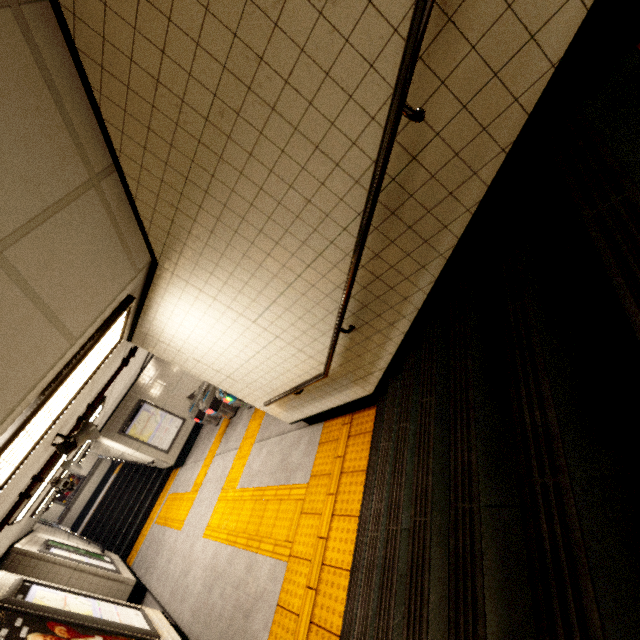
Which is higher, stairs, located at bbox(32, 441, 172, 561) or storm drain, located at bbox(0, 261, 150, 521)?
storm drain, located at bbox(0, 261, 150, 521)

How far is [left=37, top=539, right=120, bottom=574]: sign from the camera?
7.00m

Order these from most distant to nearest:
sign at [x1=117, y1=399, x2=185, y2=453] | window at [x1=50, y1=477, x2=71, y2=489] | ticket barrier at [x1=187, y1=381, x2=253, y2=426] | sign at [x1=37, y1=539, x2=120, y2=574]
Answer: sign at [x1=117, y1=399, x2=185, y2=453], ticket barrier at [x1=187, y1=381, x2=253, y2=426], sign at [x1=37, y1=539, x2=120, y2=574], window at [x1=50, y1=477, x2=71, y2=489]

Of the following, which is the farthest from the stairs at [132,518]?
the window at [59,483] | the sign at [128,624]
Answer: the sign at [128,624]

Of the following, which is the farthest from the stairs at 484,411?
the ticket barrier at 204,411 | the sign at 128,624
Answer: the ticket barrier at 204,411

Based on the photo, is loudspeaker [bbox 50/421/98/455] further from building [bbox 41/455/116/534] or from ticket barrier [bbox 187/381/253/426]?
building [bbox 41/455/116/534]

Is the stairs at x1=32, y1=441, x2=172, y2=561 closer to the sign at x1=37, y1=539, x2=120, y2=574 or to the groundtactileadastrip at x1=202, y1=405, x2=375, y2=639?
the groundtactileadastrip at x1=202, y1=405, x2=375, y2=639

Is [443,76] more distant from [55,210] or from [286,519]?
[286,519]
